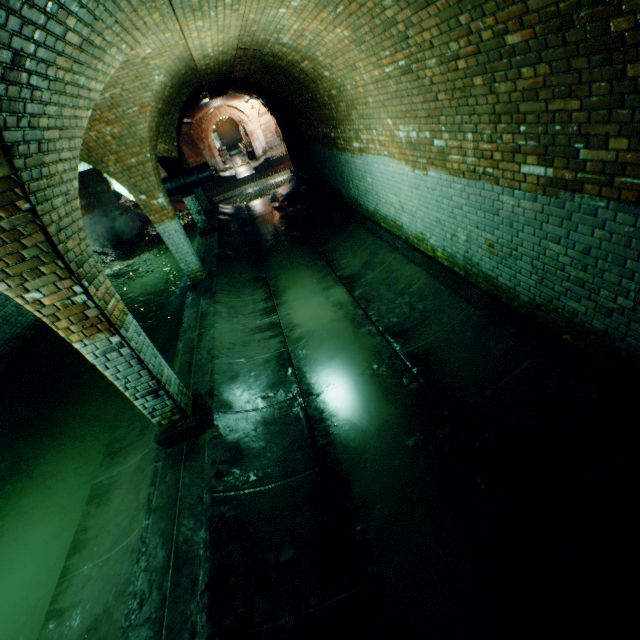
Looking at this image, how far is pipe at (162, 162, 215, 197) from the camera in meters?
11.2 m

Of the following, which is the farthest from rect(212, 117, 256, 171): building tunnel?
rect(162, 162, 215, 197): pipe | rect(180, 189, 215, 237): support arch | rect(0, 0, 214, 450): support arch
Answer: rect(0, 0, 214, 450): support arch

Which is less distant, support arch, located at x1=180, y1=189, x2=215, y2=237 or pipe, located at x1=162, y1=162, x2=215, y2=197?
pipe, located at x1=162, y1=162, x2=215, y2=197

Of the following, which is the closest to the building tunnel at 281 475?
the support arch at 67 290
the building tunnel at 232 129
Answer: the support arch at 67 290

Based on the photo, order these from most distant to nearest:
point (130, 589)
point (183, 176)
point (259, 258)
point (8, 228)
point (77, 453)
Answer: point (183, 176), point (259, 258), point (77, 453), point (130, 589), point (8, 228)

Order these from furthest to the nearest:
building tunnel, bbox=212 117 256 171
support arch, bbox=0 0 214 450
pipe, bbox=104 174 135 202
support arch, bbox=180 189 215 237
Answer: building tunnel, bbox=212 117 256 171, support arch, bbox=180 189 215 237, pipe, bbox=104 174 135 202, support arch, bbox=0 0 214 450

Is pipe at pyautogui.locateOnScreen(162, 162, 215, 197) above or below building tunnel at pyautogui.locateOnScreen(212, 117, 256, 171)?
below

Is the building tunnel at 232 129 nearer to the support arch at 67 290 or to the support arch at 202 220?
the support arch at 202 220
